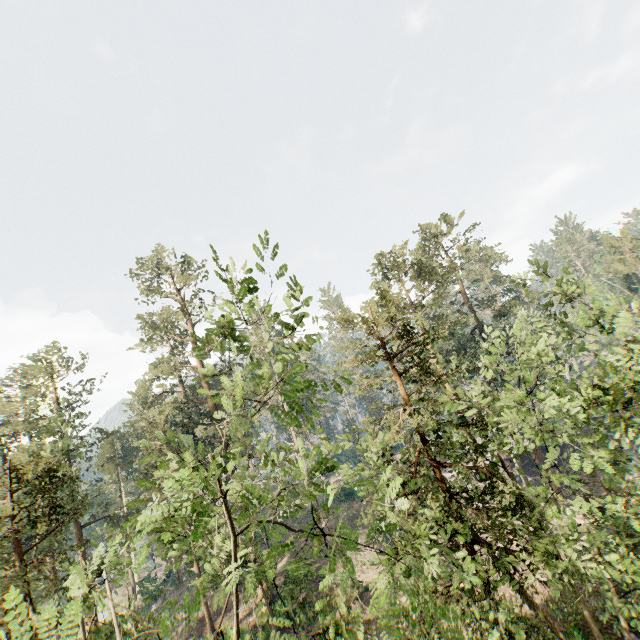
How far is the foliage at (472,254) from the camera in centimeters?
3268cm

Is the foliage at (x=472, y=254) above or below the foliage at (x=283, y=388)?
above

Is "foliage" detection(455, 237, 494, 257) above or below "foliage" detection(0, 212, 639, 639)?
above

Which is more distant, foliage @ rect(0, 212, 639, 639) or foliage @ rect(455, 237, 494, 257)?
foliage @ rect(455, 237, 494, 257)

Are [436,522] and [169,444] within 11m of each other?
no

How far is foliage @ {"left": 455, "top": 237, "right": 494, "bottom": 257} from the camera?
32.7m
